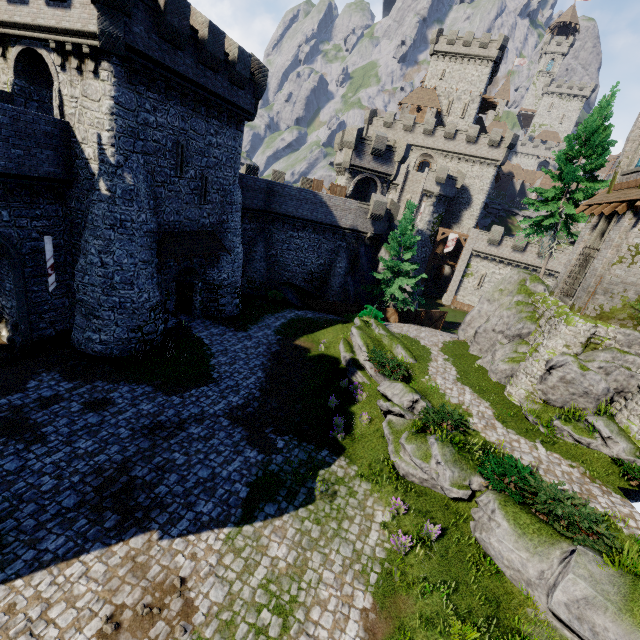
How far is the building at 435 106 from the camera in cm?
5094

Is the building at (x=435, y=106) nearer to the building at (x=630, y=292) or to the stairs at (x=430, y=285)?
the stairs at (x=430, y=285)

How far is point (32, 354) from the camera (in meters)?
16.64

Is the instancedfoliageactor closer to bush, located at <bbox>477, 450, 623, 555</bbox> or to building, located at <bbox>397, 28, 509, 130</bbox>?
bush, located at <bbox>477, 450, 623, 555</bbox>

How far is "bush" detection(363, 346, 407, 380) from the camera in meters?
17.0 m

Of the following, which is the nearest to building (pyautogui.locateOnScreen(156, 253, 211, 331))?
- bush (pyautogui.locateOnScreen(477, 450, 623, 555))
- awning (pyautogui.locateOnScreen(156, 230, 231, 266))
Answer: awning (pyautogui.locateOnScreen(156, 230, 231, 266))

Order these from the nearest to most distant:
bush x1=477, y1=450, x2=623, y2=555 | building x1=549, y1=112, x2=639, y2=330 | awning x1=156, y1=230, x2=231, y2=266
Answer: bush x1=477, y1=450, x2=623, y2=555 → building x1=549, y1=112, x2=639, y2=330 → awning x1=156, y1=230, x2=231, y2=266

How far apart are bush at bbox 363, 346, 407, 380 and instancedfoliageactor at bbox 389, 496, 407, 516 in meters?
6.2 m
